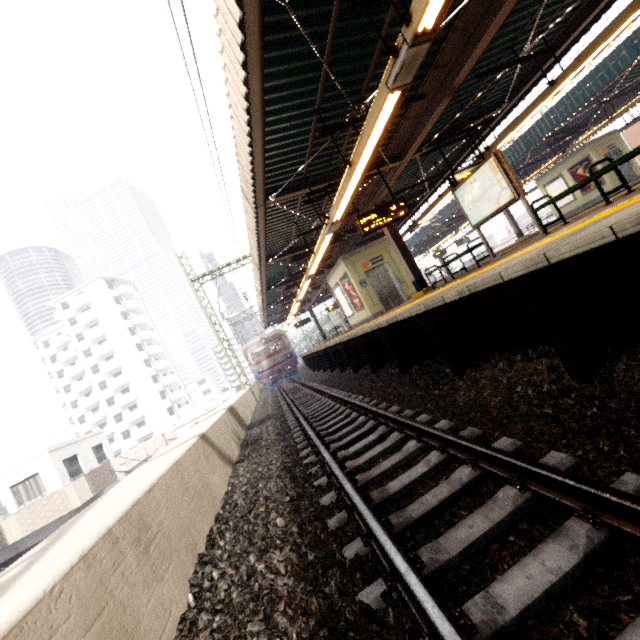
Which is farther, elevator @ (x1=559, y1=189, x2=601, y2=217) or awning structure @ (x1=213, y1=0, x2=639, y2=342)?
elevator @ (x1=559, y1=189, x2=601, y2=217)

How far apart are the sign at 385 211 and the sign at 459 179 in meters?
1.1

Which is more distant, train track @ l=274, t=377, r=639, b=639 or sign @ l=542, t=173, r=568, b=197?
sign @ l=542, t=173, r=568, b=197

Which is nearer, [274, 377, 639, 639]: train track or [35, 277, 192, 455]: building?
[274, 377, 639, 639]: train track

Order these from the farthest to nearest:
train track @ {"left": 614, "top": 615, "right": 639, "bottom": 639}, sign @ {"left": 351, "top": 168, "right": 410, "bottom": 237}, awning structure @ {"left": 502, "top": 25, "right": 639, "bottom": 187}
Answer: awning structure @ {"left": 502, "top": 25, "right": 639, "bottom": 187} < sign @ {"left": 351, "top": 168, "right": 410, "bottom": 237} < train track @ {"left": 614, "top": 615, "right": 639, "bottom": 639}

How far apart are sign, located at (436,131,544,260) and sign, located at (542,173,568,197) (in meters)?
15.55

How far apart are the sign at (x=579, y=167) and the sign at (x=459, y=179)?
14.8m

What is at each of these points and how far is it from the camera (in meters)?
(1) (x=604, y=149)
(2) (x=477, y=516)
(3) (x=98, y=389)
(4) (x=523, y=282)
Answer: (1) elevator, 17.03
(2) train track, 2.18
(3) building, 53.06
(4) platform underside, 3.05
